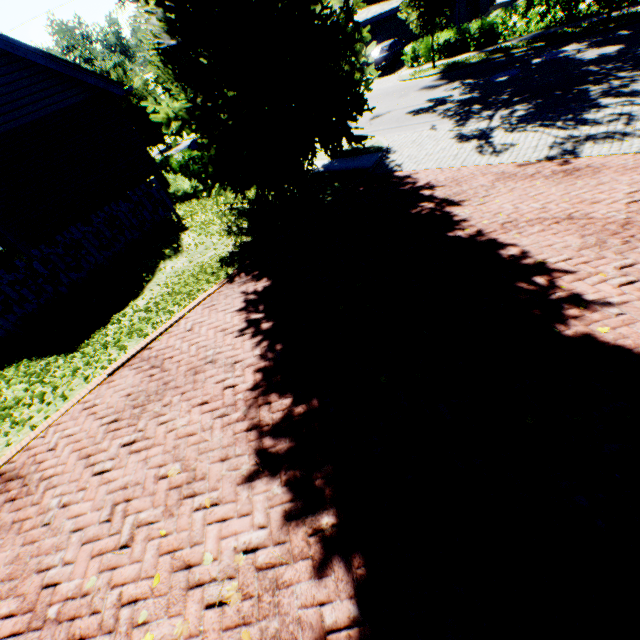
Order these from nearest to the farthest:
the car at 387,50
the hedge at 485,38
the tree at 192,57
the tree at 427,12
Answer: the tree at 192,57 → the hedge at 485,38 → the tree at 427,12 → the car at 387,50

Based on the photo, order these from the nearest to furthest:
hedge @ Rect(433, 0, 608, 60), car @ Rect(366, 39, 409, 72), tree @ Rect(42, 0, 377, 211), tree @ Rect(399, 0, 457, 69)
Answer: tree @ Rect(42, 0, 377, 211), hedge @ Rect(433, 0, 608, 60), tree @ Rect(399, 0, 457, 69), car @ Rect(366, 39, 409, 72)

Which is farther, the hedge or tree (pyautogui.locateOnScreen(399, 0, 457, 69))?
tree (pyautogui.locateOnScreen(399, 0, 457, 69))

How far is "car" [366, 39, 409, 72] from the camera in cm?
2338

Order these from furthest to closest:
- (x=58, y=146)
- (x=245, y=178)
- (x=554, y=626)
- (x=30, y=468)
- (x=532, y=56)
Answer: (x=532, y=56), (x=58, y=146), (x=245, y=178), (x=30, y=468), (x=554, y=626)

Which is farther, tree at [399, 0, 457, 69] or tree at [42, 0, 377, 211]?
tree at [399, 0, 457, 69]

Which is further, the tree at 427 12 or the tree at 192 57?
the tree at 427 12

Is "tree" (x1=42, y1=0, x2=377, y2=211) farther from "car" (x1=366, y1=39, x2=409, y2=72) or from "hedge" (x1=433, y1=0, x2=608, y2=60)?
"car" (x1=366, y1=39, x2=409, y2=72)
